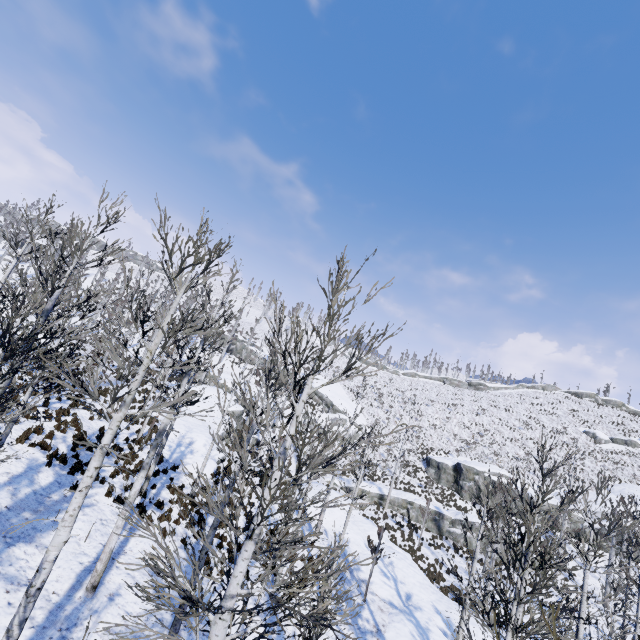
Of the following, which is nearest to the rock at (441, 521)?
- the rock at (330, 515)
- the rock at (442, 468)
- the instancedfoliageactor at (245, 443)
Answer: the rock at (442, 468)

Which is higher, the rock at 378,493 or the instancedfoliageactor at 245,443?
the instancedfoliageactor at 245,443

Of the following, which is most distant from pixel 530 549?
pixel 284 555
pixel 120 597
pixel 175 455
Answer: pixel 175 455

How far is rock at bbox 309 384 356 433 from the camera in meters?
47.2

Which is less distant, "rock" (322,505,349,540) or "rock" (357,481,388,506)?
"rock" (322,505,349,540)

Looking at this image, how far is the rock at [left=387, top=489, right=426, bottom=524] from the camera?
31.17m

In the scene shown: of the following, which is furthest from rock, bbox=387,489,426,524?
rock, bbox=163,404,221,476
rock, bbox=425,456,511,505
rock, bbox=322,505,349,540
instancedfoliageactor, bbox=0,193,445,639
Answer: rock, bbox=163,404,221,476
